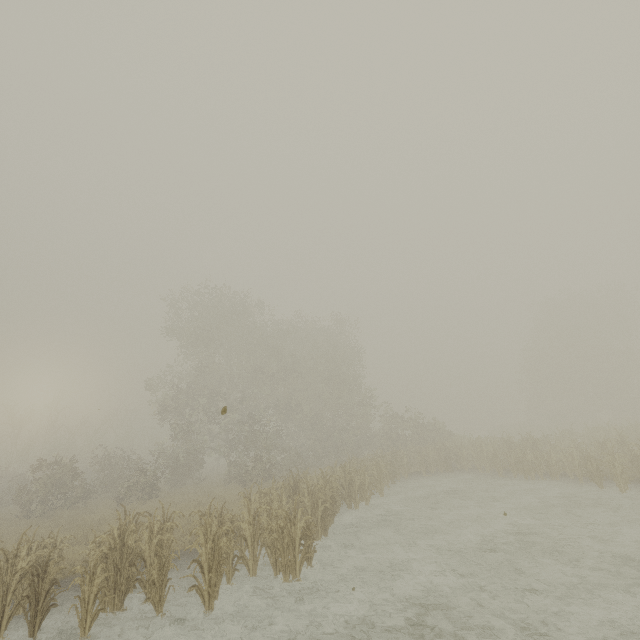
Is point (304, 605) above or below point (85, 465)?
below

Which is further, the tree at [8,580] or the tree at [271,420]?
the tree at [271,420]

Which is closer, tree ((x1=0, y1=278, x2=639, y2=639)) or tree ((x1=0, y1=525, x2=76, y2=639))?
tree ((x1=0, y1=525, x2=76, y2=639))
